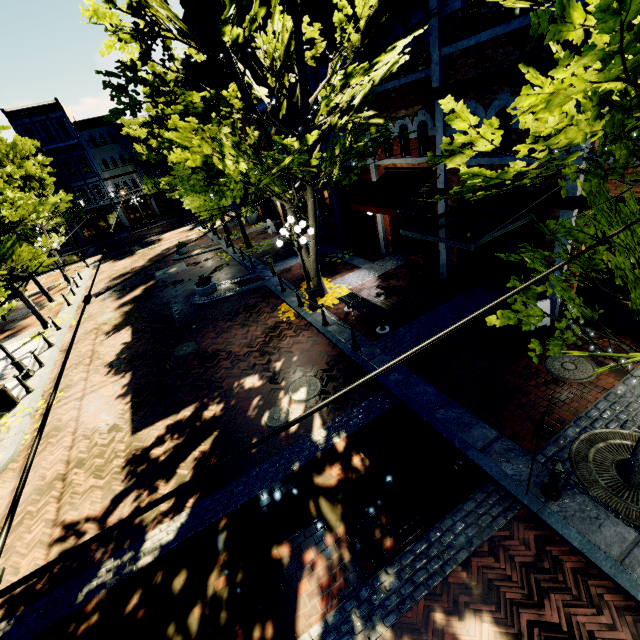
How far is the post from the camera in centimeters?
500cm

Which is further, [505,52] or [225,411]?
[225,411]

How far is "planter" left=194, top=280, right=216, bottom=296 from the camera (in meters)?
16.00

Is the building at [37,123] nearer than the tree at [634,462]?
No

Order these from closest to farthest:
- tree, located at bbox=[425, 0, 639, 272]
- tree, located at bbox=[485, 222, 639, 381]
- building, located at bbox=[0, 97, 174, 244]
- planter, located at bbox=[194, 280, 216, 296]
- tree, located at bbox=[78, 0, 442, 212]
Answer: tree, located at bbox=[425, 0, 639, 272], tree, located at bbox=[485, 222, 639, 381], tree, located at bbox=[78, 0, 442, 212], planter, located at bbox=[194, 280, 216, 296], building, located at bbox=[0, 97, 174, 244]

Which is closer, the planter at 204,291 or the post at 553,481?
the post at 553,481

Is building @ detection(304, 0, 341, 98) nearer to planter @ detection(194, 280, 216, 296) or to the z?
the z

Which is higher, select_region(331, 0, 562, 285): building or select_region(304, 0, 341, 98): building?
select_region(304, 0, 341, 98): building
